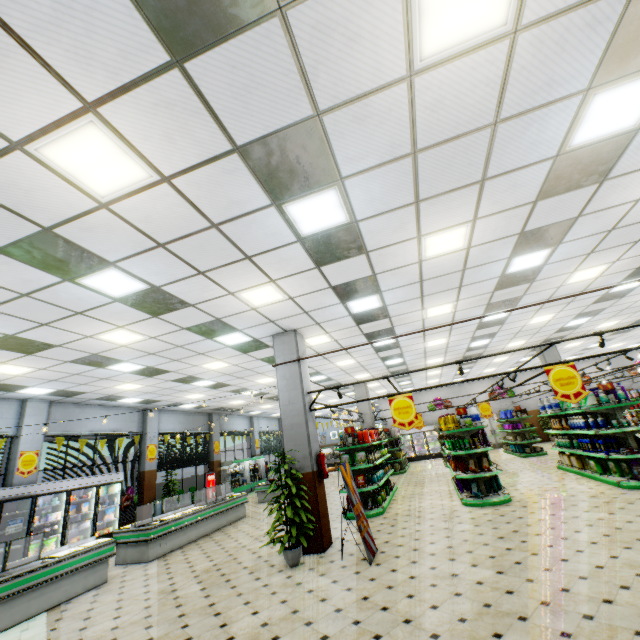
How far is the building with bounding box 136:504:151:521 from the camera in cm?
1373

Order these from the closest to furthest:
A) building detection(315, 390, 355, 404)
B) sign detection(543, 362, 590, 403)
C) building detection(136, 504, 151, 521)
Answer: sign detection(543, 362, 590, 403) < building detection(136, 504, 151, 521) < building detection(315, 390, 355, 404)

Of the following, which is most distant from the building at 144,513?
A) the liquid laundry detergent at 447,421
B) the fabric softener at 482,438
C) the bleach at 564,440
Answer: the liquid laundry detergent at 447,421

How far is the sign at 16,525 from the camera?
8.66m

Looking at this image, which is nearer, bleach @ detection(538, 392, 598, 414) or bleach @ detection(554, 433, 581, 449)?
bleach @ detection(538, 392, 598, 414)

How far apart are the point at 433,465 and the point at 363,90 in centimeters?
2076cm

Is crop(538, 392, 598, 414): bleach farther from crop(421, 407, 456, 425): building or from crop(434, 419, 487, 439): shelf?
crop(434, 419, 487, 439): shelf

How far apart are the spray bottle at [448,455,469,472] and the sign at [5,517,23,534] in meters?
12.7
